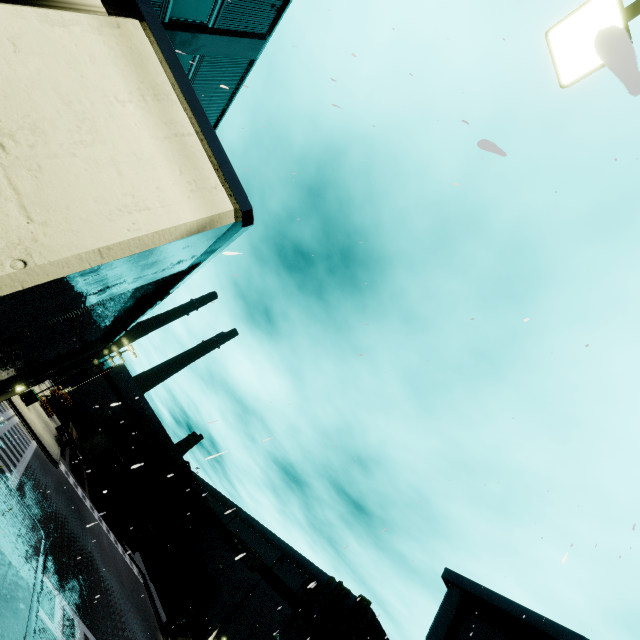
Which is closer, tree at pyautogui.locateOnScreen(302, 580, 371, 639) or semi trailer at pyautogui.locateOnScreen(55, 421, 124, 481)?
tree at pyautogui.locateOnScreen(302, 580, 371, 639)

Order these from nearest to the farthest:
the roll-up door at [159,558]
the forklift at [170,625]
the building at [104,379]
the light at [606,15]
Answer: the light at [606,15] < the forklift at [170,625] < the roll-up door at [159,558] < the building at [104,379]

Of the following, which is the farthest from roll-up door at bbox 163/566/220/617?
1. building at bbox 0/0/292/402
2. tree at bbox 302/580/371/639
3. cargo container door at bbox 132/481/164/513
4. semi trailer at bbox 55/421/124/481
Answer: tree at bbox 302/580/371/639

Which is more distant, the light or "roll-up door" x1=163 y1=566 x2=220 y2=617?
"roll-up door" x1=163 y1=566 x2=220 y2=617

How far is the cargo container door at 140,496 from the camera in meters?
35.1 m

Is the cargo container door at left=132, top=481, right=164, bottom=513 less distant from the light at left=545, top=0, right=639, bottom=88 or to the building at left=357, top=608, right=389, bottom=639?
the building at left=357, top=608, right=389, bottom=639

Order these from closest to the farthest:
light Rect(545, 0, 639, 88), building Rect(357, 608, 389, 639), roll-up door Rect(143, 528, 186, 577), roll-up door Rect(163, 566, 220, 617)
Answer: light Rect(545, 0, 639, 88), building Rect(357, 608, 389, 639), roll-up door Rect(163, 566, 220, 617), roll-up door Rect(143, 528, 186, 577)

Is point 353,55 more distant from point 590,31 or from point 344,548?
point 344,548
